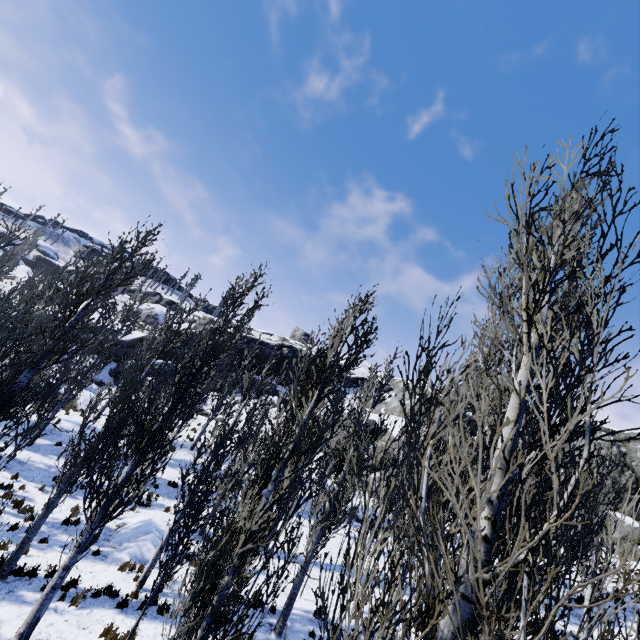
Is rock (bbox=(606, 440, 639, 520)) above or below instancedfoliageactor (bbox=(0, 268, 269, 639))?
above

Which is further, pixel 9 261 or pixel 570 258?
pixel 9 261

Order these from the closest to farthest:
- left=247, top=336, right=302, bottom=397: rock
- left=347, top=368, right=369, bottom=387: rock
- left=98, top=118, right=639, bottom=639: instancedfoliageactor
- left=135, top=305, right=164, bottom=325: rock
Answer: left=98, top=118, right=639, bottom=639: instancedfoliageactor < left=247, top=336, right=302, bottom=397: rock < left=347, top=368, right=369, bottom=387: rock < left=135, top=305, right=164, bottom=325: rock

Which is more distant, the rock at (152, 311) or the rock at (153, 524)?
the rock at (152, 311)

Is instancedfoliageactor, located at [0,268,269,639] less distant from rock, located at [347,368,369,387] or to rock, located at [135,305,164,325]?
→ rock, located at [347,368,369,387]

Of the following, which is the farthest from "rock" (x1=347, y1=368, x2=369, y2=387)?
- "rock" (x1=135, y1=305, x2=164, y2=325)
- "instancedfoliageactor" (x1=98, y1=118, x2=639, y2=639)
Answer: "rock" (x1=135, y1=305, x2=164, y2=325)

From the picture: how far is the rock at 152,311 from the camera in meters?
56.9 m
